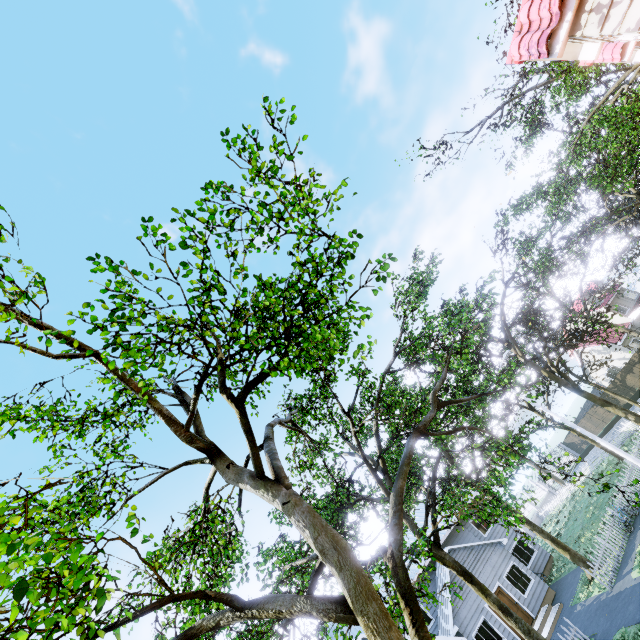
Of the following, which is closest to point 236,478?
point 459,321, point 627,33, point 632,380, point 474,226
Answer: point 459,321

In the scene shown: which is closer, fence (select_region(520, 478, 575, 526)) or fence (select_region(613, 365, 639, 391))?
fence (select_region(520, 478, 575, 526))

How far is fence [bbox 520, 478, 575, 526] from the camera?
32.88m

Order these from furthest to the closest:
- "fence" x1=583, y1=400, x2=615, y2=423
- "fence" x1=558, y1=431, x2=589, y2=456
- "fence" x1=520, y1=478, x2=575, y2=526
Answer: "fence" x1=558, y1=431, x2=589, y2=456 → "fence" x1=583, y1=400, x2=615, y2=423 → "fence" x1=520, y1=478, x2=575, y2=526

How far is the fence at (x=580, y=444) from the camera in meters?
41.0
